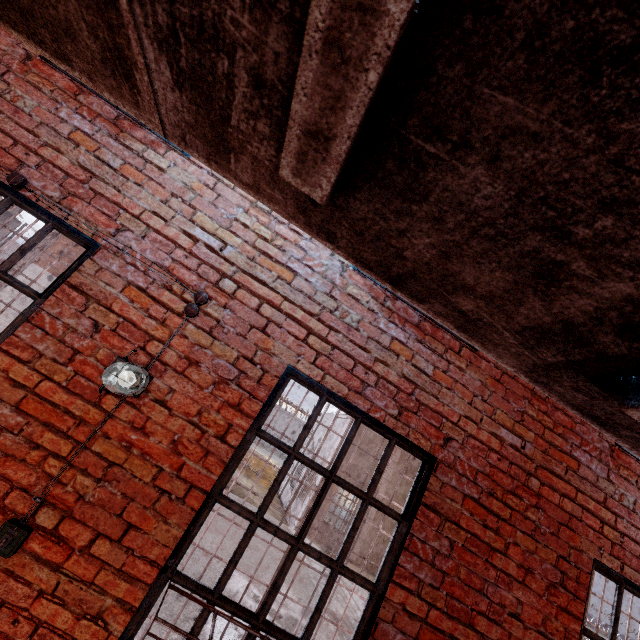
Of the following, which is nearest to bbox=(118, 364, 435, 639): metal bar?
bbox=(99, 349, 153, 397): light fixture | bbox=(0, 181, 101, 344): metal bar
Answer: bbox=(99, 349, 153, 397): light fixture

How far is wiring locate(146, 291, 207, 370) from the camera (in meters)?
2.19

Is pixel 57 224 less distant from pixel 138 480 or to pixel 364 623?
pixel 138 480

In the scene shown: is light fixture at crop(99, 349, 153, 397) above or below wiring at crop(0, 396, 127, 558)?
above

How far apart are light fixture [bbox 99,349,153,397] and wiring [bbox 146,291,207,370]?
0.0m

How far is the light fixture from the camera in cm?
194

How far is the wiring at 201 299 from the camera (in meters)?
2.19

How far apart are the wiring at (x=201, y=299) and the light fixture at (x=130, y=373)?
0.03m
